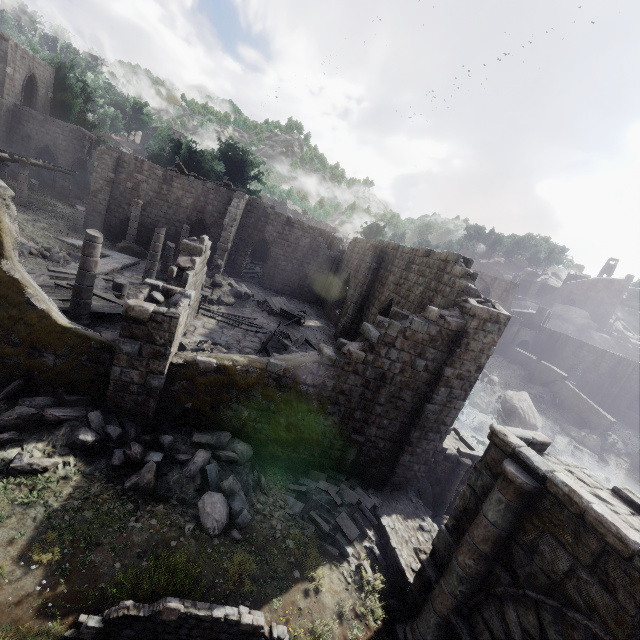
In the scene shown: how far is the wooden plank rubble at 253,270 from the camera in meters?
30.5 m

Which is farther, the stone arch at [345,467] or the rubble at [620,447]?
the rubble at [620,447]

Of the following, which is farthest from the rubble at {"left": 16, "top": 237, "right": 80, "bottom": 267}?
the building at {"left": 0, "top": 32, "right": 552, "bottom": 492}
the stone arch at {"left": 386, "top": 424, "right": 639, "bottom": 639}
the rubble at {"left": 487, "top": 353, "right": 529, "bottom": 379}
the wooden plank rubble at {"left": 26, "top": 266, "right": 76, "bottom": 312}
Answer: the rubble at {"left": 487, "top": 353, "right": 529, "bottom": 379}

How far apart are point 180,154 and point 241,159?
16.32m

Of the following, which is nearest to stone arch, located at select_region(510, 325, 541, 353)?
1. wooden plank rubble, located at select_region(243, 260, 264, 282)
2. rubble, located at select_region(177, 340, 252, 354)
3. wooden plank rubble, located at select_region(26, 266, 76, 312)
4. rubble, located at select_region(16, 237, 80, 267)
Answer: wooden plank rubble, located at select_region(243, 260, 264, 282)

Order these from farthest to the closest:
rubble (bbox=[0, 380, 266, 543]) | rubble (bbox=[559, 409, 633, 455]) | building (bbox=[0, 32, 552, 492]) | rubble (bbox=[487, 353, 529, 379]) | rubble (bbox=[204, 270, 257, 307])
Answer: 1. rubble (bbox=[487, 353, 529, 379])
2. rubble (bbox=[559, 409, 633, 455])
3. rubble (bbox=[204, 270, 257, 307])
4. building (bbox=[0, 32, 552, 492])
5. rubble (bbox=[0, 380, 266, 543])

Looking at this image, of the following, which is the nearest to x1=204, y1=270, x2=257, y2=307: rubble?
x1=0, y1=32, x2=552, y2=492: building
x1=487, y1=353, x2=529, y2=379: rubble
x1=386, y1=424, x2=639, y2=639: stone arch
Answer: x1=0, y1=32, x2=552, y2=492: building

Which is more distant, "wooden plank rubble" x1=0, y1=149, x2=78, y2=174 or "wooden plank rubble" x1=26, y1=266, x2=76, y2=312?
"wooden plank rubble" x1=0, y1=149, x2=78, y2=174
